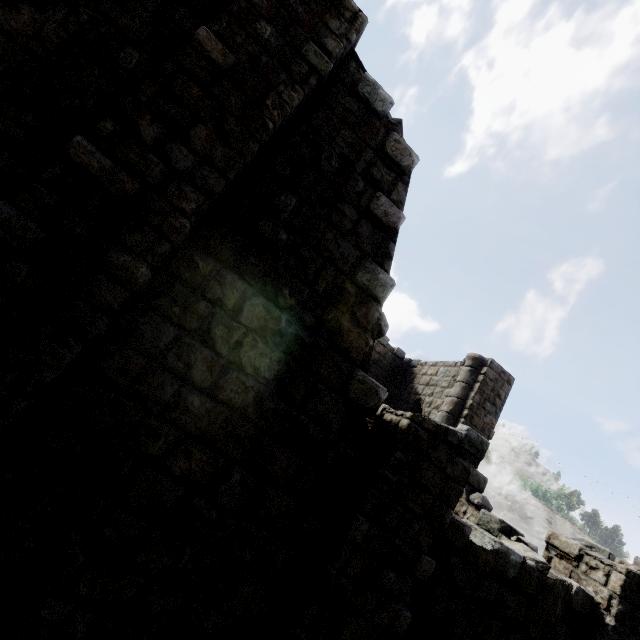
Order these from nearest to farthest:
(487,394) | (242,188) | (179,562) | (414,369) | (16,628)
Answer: (16,628) < (179,562) < (242,188) < (487,394) < (414,369)
